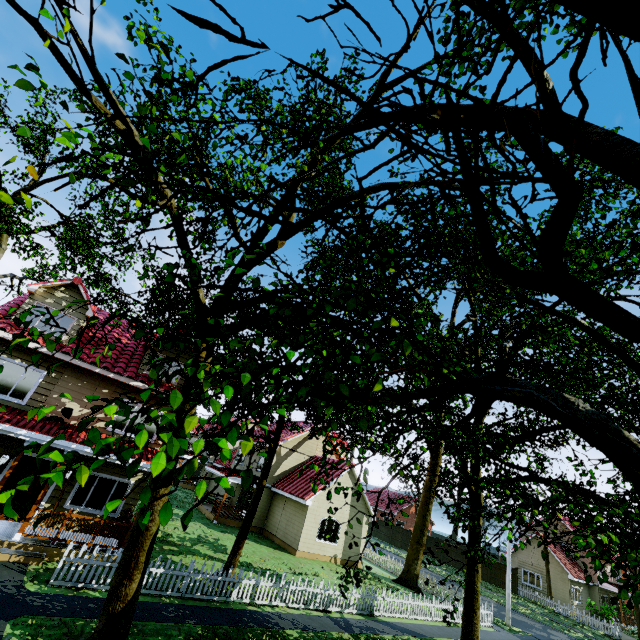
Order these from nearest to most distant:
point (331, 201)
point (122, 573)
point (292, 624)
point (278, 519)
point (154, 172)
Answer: point (154, 172) → point (122, 573) → point (292, 624) → point (331, 201) → point (278, 519)

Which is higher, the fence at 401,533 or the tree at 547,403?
the tree at 547,403

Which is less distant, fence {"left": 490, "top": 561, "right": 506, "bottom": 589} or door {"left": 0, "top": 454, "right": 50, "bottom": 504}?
door {"left": 0, "top": 454, "right": 50, "bottom": 504}

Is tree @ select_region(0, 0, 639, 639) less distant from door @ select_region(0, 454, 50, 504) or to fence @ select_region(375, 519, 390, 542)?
fence @ select_region(375, 519, 390, 542)

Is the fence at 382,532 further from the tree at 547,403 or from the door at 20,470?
the door at 20,470
